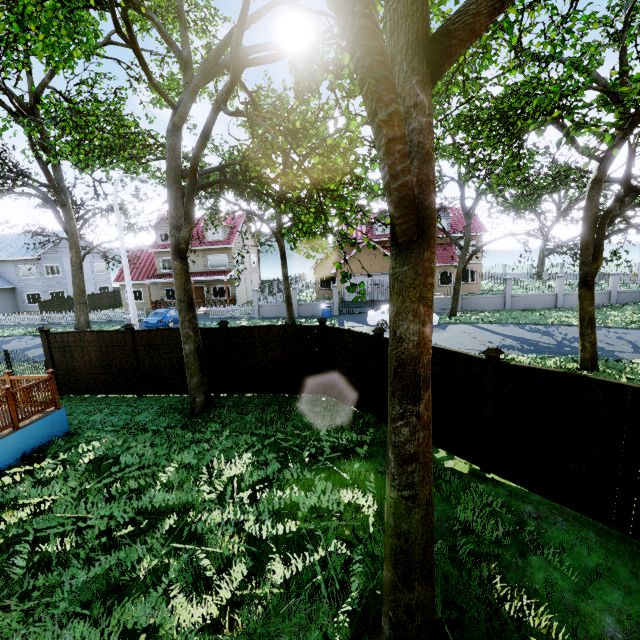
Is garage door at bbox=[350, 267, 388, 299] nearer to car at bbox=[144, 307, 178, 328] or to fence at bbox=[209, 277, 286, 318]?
fence at bbox=[209, 277, 286, 318]

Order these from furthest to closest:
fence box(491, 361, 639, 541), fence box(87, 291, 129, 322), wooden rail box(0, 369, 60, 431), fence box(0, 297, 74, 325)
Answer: fence box(0, 297, 74, 325)
fence box(87, 291, 129, 322)
wooden rail box(0, 369, 60, 431)
fence box(491, 361, 639, 541)

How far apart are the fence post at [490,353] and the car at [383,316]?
14.31m

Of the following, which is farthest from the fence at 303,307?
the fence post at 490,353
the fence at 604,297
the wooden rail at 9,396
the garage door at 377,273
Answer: the fence at 604,297

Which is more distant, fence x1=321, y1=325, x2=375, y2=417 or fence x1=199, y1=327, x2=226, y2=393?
fence x1=199, y1=327, x2=226, y2=393

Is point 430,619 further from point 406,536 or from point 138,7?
point 138,7

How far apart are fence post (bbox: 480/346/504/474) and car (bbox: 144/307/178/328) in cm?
2274
